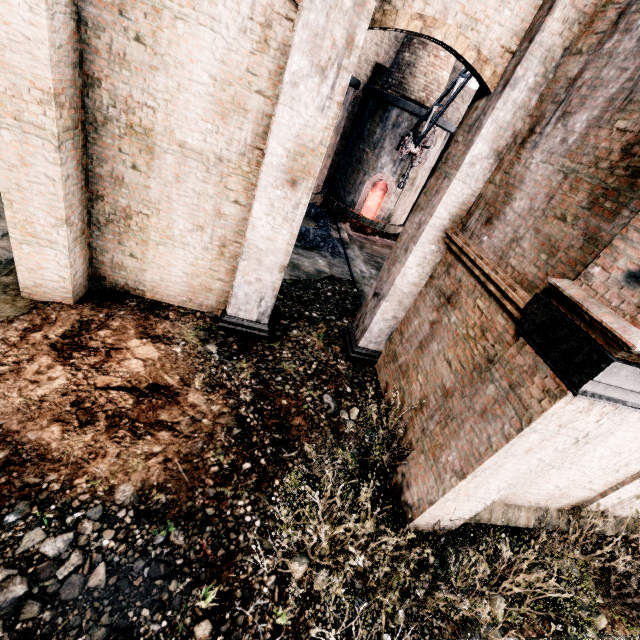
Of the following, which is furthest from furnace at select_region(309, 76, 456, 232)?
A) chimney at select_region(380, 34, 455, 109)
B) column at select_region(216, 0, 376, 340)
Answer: column at select_region(216, 0, 376, 340)

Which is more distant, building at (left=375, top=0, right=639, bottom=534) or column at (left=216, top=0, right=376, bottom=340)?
column at (left=216, top=0, right=376, bottom=340)

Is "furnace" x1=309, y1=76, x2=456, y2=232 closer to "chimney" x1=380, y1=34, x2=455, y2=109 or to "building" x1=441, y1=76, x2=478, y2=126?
"building" x1=441, y1=76, x2=478, y2=126

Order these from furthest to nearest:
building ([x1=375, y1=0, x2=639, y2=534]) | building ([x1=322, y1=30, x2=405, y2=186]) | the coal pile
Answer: building ([x1=322, y1=30, x2=405, y2=186]) < the coal pile < building ([x1=375, y1=0, x2=639, y2=534])

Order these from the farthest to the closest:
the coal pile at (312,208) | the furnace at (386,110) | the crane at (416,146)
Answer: the furnace at (386,110)
the coal pile at (312,208)
the crane at (416,146)

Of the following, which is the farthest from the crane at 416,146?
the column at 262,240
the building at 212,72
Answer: the column at 262,240

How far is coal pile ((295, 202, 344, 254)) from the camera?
16.4m

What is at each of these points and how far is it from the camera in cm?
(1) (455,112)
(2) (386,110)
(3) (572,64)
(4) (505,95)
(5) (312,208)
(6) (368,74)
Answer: (1) building, 2308
(2) furnace, 1880
(3) building, 573
(4) column, 622
(5) coal pile, 2022
(6) building, 2147
